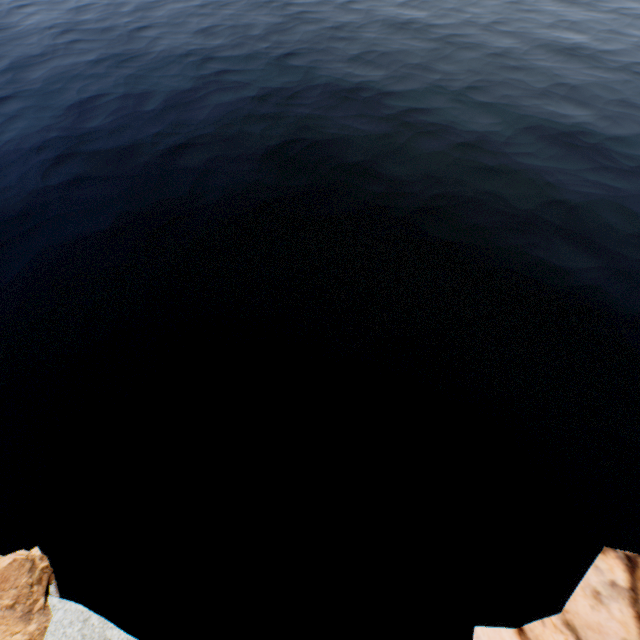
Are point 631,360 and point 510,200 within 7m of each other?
no
